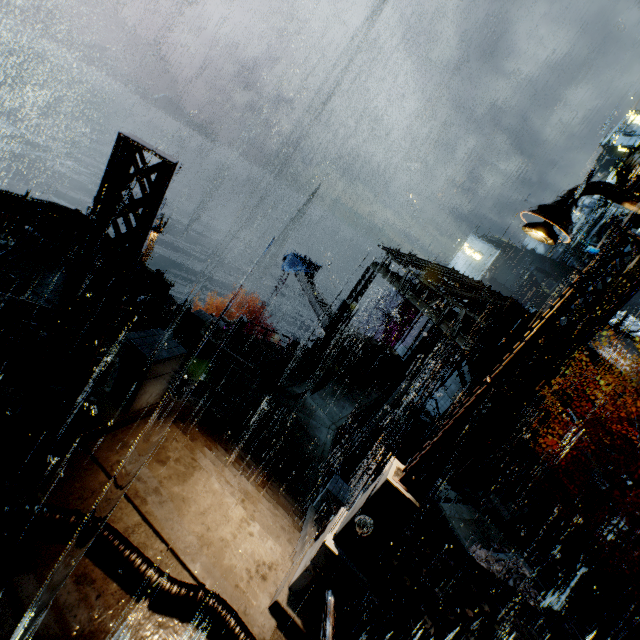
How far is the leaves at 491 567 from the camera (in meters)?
13.24

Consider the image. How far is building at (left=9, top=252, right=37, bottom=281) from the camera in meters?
13.2

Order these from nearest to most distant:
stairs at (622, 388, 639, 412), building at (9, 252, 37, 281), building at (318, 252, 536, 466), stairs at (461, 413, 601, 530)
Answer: building at (9, 252, 37, 281) → building at (318, 252, 536, 466) → stairs at (461, 413, 601, 530) → stairs at (622, 388, 639, 412)

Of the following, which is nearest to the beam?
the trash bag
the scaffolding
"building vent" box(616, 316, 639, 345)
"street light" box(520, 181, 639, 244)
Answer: the trash bag

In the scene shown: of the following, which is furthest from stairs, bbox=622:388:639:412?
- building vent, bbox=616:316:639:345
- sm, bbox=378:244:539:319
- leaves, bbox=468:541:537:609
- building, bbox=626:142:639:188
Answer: building, bbox=626:142:639:188

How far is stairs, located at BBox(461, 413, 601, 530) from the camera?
18.4 meters

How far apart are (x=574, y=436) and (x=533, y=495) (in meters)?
7.34

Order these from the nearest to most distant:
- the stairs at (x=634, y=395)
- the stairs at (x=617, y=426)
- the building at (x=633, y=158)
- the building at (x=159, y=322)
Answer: the building at (x=159, y=322)
the stairs at (x=617, y=426)
the stairs at (x=634, y=395)
the building at (x=633, y=158)
